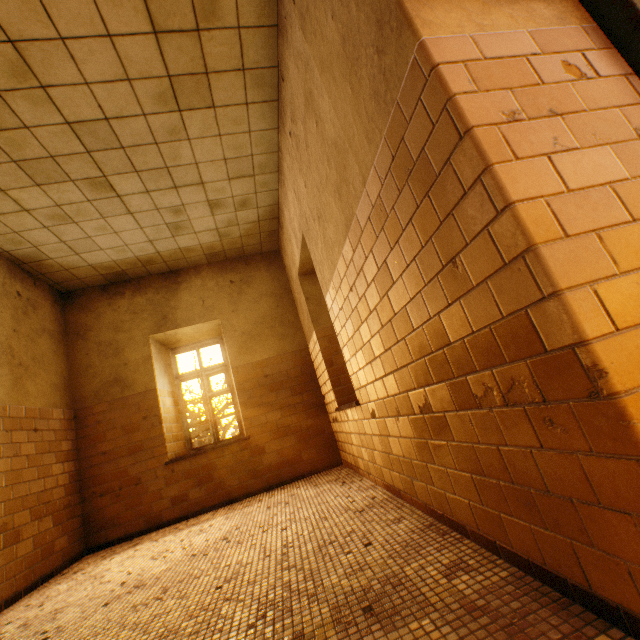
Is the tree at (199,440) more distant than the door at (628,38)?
Yes

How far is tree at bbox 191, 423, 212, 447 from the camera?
11.8 meters

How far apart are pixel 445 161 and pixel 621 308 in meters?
0.7

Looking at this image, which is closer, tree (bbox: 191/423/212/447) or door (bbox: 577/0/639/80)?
door (bbox: 577/0/639/80)

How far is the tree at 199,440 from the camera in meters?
11.8
